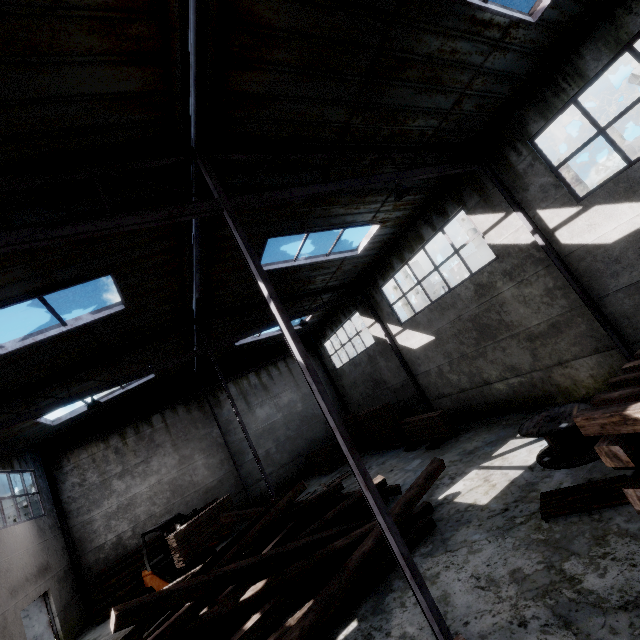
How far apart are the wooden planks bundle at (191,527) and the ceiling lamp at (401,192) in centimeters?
1191cm

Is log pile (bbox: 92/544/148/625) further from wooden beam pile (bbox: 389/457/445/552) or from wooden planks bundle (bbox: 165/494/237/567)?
wooden beam pile (bbox: 389/457/445/552)

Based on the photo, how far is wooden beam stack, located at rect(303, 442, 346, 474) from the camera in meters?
17.0

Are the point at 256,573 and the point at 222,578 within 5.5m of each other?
yes

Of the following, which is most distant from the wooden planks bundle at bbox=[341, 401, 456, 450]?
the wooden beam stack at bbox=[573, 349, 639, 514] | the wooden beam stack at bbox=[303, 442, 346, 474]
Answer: the wooden beam stack at bbox=[573, 349, 639, 514]

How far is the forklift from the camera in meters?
11.1

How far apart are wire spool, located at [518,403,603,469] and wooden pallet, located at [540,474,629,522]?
0.9 meters

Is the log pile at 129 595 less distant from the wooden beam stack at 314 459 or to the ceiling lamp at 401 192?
the wooden beam stack at 314 459
